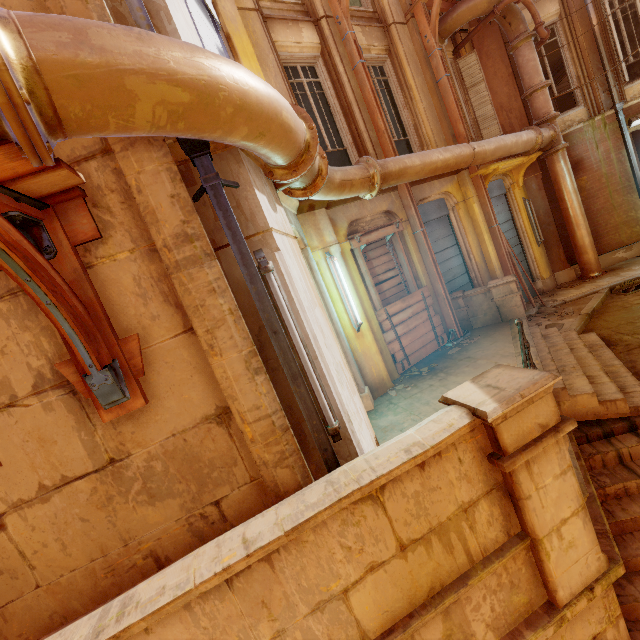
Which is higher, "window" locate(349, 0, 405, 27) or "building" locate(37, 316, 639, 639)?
"window" locate(349, 0, 405, 27)

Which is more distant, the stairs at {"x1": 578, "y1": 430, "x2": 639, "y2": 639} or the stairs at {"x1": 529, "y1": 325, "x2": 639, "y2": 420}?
the stairs at {"x1": 529, "y1": 325, "x2": 639, "y2": 420}

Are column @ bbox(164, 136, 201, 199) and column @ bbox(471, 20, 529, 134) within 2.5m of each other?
no

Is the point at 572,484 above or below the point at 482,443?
below

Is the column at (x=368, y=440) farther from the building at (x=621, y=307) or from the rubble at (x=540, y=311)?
the rubble at (x=540, y=311)

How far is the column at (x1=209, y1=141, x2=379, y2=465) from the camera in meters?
2.7 m

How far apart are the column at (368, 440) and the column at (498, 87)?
9.9m

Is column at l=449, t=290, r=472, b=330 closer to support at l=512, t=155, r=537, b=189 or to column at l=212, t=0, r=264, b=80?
column at l=212, t=0, r=264, b=80
